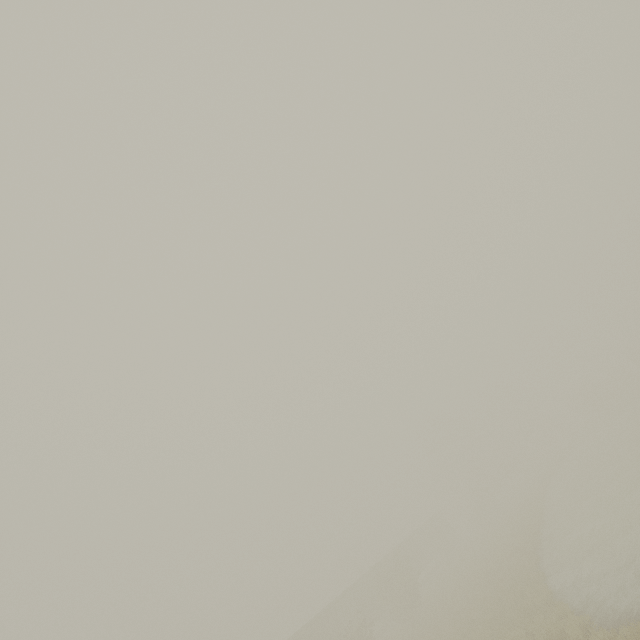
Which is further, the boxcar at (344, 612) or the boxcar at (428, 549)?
the boxcar at (428, 549)

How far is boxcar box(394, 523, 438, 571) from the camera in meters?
43.0 m

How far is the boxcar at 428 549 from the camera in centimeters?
4303cm

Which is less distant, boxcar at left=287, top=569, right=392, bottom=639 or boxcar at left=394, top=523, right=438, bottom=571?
boxcar at left=287, top=569, right=392, bottom=639

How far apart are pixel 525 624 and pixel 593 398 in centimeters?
5818cm
